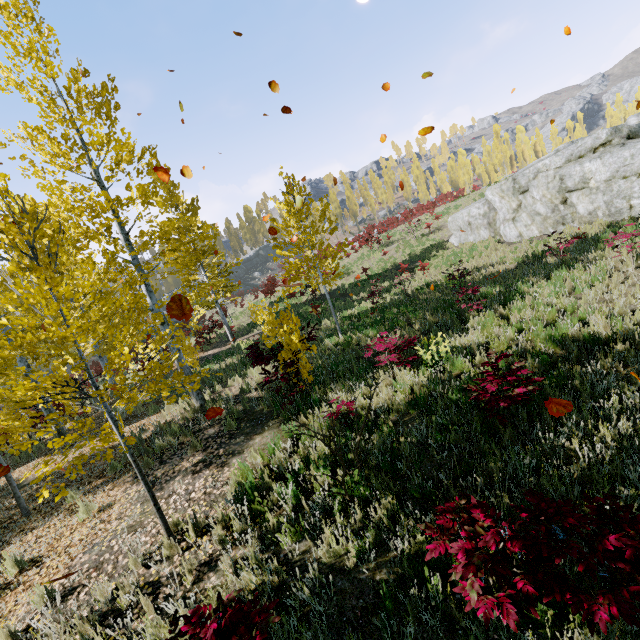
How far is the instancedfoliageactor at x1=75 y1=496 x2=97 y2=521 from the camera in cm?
602

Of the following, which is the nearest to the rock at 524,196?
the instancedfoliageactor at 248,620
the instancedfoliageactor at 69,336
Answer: the instancedfoliageactor at 69,336

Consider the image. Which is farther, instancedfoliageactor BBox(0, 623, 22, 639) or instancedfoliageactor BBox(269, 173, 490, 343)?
instancedfoliageactor BBox(269, 173, 490, 343)

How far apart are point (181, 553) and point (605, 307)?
9.5 meters

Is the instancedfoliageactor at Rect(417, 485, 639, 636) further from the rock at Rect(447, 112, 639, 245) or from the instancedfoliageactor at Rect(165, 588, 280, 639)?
the rock at Rect(447, 112, 639, 245)

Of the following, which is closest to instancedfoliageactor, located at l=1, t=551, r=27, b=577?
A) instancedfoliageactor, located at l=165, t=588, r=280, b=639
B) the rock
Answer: instancedfoliageactor, located at l=165, t=588, r=280, b=639

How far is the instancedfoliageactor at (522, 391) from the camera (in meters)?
4.33
